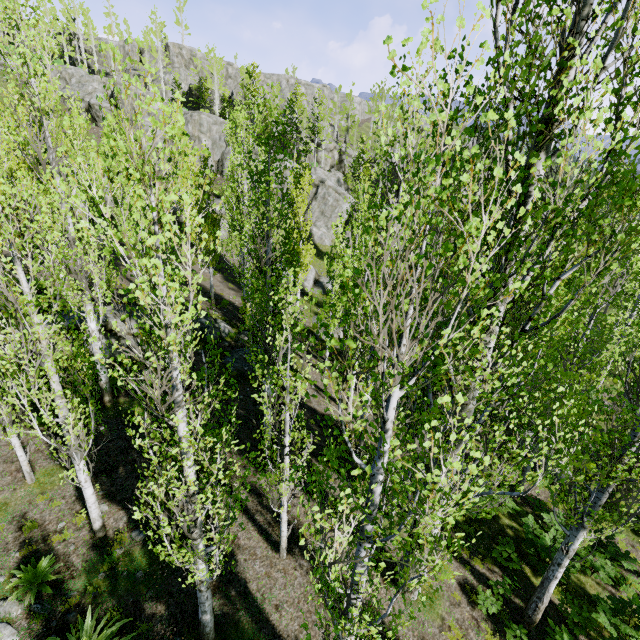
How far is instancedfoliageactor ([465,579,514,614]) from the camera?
8.7m

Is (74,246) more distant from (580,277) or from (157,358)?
(580,277)

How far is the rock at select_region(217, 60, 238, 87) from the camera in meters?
58.7 m

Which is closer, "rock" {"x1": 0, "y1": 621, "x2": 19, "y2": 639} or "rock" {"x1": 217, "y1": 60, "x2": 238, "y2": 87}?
"rock" {"x1": 0, "y1": 621, "x2": 19, "y2": 639}

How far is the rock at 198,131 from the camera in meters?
39.0

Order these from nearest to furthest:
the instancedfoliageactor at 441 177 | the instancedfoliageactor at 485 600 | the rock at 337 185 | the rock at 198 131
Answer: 1. the instancedfoliageactor at 441 177
2. the instancedfoliageactor at 485 600
3. the rock at 337 185
4. the rock at 198 131
